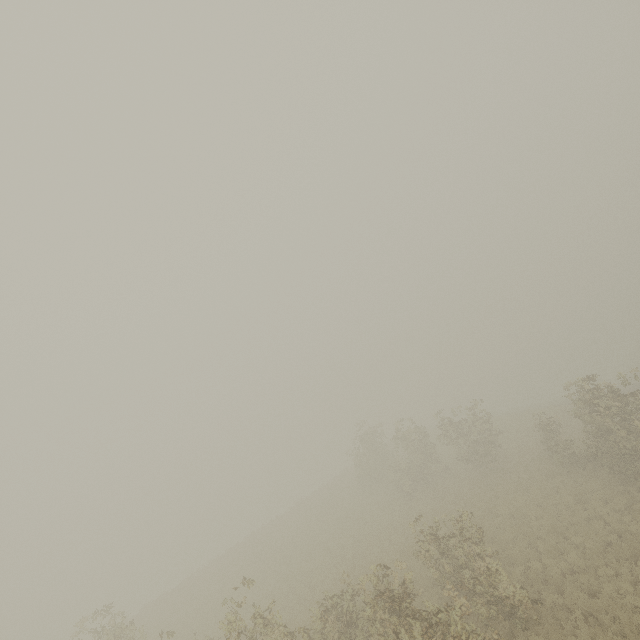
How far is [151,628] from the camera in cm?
2583
